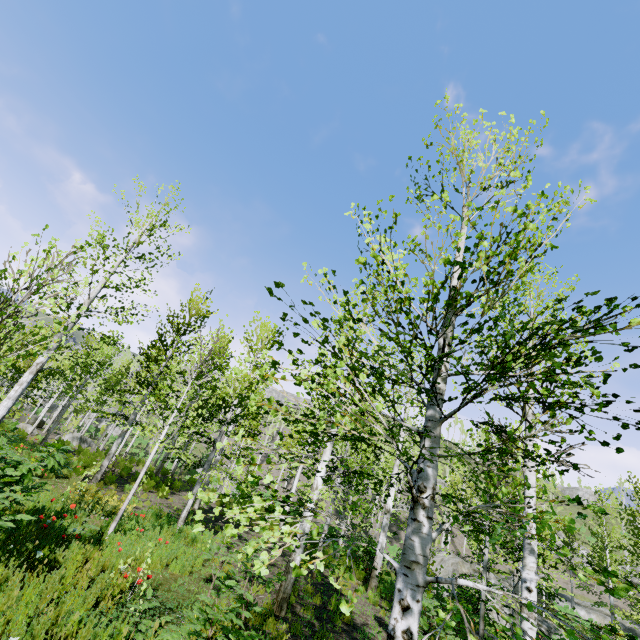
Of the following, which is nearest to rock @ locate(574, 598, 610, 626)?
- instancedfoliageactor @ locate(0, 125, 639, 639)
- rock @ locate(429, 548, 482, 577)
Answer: instancedfoliageactor @ locate(0, 125, 639, 639)

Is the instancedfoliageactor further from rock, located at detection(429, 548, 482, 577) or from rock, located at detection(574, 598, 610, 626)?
rock, located at detection(429, 548, 482, 577)

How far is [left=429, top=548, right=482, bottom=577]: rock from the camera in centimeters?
1838cm

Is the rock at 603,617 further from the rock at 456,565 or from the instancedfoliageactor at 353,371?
the rock at 456,565

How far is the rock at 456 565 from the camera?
18.4 meters

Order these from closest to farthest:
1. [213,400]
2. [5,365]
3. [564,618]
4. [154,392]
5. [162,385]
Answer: [564,618] < [162,385] < [213,400] < [154,392] < [5,365]

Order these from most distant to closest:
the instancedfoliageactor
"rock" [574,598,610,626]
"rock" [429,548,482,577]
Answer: A:
"rock" [574,598,610,626]
"rock" [429,548,482,577]
the instancedfoliageactor
